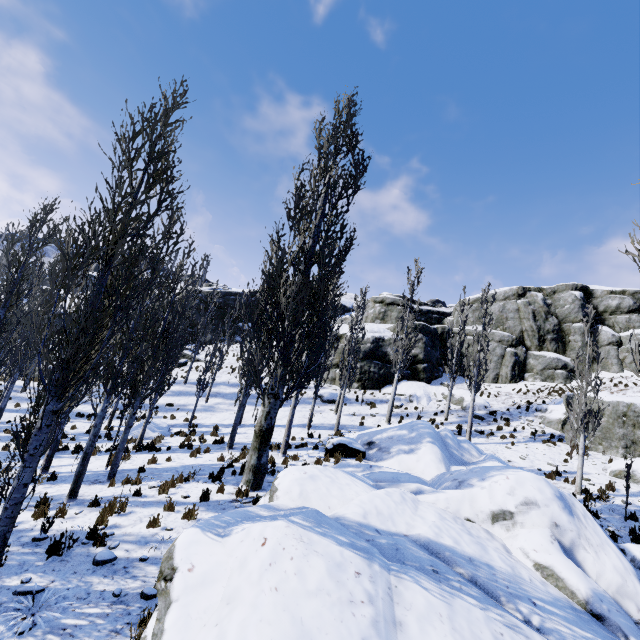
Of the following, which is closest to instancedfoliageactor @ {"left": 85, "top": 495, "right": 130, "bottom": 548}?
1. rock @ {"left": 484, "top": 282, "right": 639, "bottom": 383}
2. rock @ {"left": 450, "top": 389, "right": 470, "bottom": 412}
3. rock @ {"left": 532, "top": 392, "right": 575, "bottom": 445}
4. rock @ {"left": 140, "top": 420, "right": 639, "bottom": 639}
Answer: rock @ {"left": 140, "top": 420, "right": 639, "bottom": 639}

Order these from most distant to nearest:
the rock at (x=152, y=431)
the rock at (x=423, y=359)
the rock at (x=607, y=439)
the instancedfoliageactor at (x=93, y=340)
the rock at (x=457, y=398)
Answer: the rock at (x=423, y=359), the rock at (x=457, y=398), the rock at (x=152, y=431), the rock at (x=607, y=439), the instancedfoliageactor at (x=93, y=340)

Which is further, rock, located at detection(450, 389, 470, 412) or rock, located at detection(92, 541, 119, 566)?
rock, located at detection(450, 389, 470, 412)

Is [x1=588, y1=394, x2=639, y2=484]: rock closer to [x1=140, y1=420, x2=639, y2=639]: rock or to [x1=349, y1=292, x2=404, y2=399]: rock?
[x1=349, y1=292, x2=404, y2=399]: rock

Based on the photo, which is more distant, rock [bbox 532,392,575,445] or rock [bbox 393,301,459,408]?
rock [bbox 393,301,459,408]

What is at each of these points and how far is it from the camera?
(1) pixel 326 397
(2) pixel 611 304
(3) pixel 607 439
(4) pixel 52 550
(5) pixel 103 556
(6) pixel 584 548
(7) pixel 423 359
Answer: (1) rock, 26.98m
(2) rock, 30.23m
(3) rock, 17.12m
(4) instancedfoliageactor, 6.04m
(5) rock, 6.01m
(6) rock, 7.32m
(7) rock, 30.45m

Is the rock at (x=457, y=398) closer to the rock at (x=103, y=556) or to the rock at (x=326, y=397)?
the rock at (x=326, y=397)

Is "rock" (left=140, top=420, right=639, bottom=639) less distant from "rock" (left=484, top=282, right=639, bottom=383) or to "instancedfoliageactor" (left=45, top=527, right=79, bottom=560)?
"instancedfoliageactor" (left=45, top=527, right=79, bottom=560)
